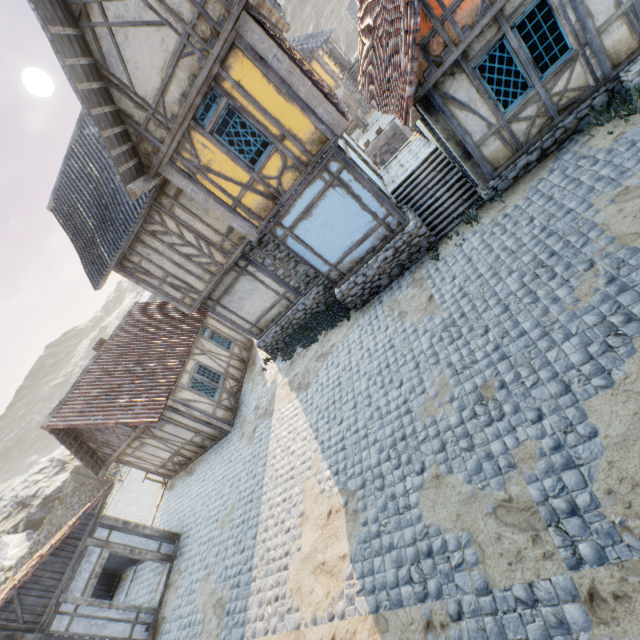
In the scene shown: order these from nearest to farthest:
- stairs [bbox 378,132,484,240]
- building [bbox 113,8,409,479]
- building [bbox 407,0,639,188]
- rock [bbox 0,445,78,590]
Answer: building [bbox 407,0,639,188], building [bbox 113,8,409,479], stairs [bbox 378,132,484,240], rock [bbox 0,445,78,590]

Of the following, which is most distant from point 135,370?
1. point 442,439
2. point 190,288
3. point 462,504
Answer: point 462,504

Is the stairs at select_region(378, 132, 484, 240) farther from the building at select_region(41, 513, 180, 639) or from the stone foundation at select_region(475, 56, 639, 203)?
the building at select_region(41, 513, 180, 639)

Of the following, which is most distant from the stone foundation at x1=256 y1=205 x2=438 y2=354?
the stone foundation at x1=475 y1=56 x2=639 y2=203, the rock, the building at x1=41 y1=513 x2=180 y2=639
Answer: the rock

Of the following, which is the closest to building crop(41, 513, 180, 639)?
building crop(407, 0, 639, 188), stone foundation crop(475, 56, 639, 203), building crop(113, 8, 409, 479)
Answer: building crop(113, 8, 409, 479)

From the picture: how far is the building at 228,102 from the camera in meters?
7.4

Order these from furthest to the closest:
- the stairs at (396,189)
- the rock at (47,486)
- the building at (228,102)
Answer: the rock at (47,486) → the stairs at (396,189) → the building at (228,102)

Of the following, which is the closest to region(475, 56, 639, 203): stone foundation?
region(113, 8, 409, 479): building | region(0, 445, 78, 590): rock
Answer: region(0, 445, 78, 590): rock
